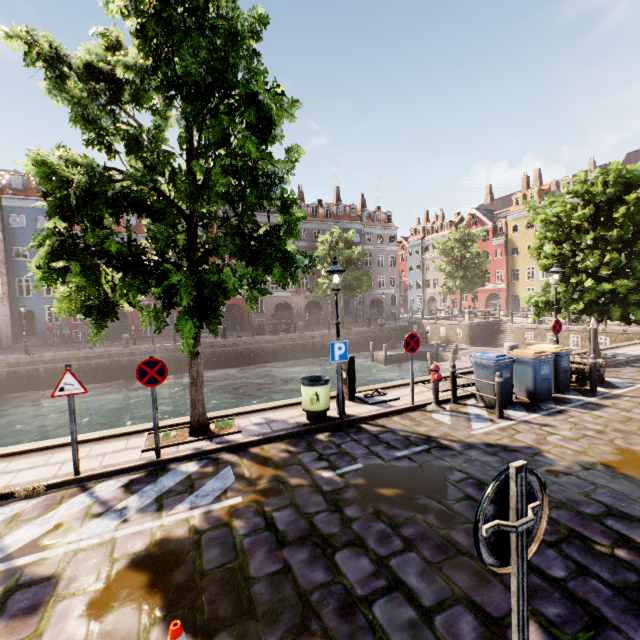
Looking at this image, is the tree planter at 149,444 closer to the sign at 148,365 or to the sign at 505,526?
the sign at 148,365

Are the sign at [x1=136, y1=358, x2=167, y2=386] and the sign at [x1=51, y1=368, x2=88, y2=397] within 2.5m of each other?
yes

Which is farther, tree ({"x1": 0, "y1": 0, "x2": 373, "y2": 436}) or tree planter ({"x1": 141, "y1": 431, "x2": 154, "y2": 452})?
tree planter ({"x1": 141, "y1": 431, "x2": 154, "y2": 452})

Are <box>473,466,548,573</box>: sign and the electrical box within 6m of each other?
no

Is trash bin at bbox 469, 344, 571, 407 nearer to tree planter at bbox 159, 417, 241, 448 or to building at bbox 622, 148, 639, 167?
tree planter at bbox 159, 417, 241, 448

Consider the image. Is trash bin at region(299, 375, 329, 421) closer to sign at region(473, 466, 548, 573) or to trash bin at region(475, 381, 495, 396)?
trash bin at region(475, 381, 495, 396)

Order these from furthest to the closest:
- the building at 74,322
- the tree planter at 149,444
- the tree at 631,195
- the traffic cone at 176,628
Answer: the building at 74,322 → the tree at 631,195 → the tree planter at 149,444 → the traffic cone at 176,628

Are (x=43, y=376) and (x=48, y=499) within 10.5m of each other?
no
